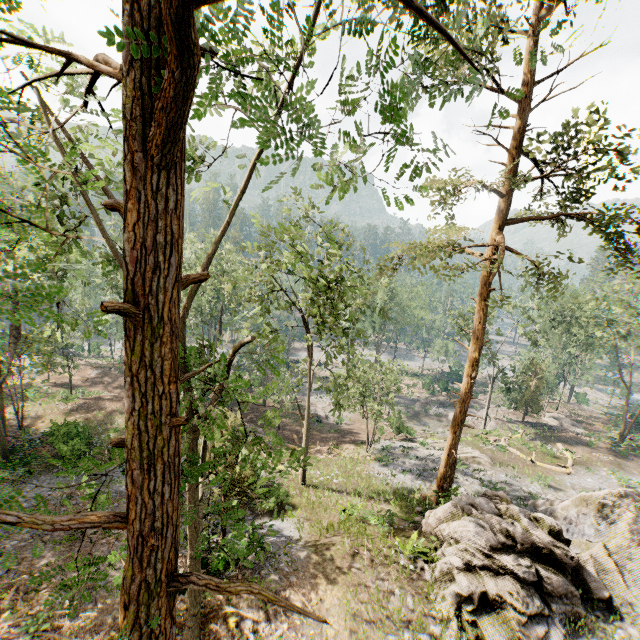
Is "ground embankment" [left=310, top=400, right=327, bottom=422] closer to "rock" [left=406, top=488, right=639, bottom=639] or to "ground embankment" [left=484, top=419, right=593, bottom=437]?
"ground embankment" [left=484, top=419, right=593, bottom=437]

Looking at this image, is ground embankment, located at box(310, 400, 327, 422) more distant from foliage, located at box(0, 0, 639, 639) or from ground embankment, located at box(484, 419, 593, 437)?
ground embankment, located at box(484, 419, 593, 437)

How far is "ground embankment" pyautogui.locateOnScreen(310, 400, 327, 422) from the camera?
39.5 meters

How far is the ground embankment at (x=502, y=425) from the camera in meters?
37.2 m

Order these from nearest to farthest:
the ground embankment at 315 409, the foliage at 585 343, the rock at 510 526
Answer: the foliage at 585 343 < the rock at 510 526 < the ground embankment at 315 409

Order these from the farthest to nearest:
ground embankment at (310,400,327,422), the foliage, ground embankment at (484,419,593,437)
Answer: ground embankment at (310,400,327,422), ground embankment at (484,419,593,437), the foliage

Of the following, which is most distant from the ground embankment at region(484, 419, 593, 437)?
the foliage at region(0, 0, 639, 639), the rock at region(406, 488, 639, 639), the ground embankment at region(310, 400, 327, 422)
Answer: the ground embankment at region(310, 400, 327, 422)

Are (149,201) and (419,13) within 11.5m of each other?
yes
